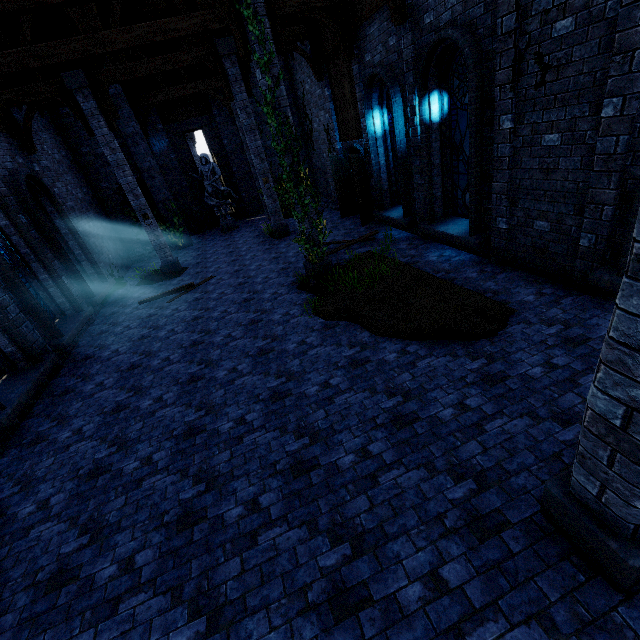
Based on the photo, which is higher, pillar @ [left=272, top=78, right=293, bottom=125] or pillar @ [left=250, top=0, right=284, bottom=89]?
pillar @ [left=250, top=0, right=284, bottom=89]

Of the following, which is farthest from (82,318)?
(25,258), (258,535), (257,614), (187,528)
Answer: (257,614)

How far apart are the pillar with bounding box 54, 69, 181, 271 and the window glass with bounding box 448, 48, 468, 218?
10.6m

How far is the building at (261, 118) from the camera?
16.1m

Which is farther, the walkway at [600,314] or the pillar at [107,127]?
the pillar at [107,127]

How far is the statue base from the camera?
18.42m

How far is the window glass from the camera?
7.20m

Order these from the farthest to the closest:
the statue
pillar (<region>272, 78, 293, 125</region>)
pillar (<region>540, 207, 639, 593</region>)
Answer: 1. the statue
2. pillar (<region>272, 78, 293, 125</region>)
3. pillar (<region>540, 207, 639, 593</region>)
